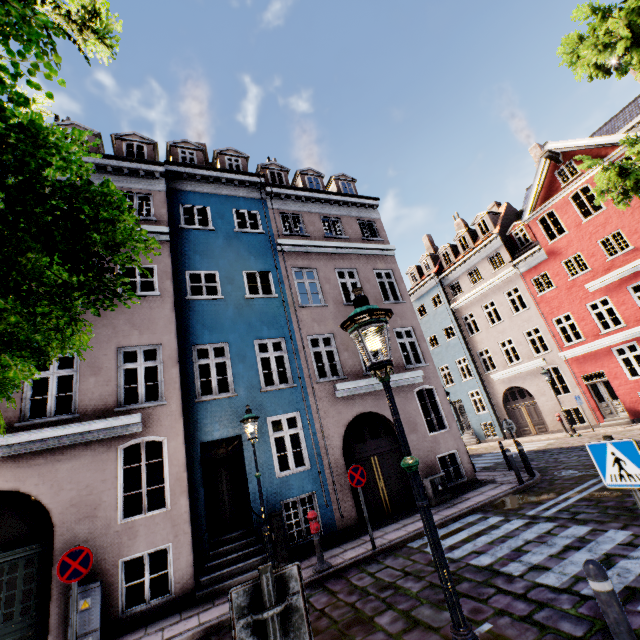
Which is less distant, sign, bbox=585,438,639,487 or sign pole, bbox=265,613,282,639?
sign pole, bbox=265,613,282,639

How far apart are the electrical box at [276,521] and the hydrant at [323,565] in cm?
87

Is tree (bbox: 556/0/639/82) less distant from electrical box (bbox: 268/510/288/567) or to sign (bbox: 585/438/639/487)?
sign (bbox: 585/438/639/487)

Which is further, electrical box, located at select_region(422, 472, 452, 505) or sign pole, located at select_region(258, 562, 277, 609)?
electrical box, located at select_region(422, 472, 452, 505)

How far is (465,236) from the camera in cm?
2575

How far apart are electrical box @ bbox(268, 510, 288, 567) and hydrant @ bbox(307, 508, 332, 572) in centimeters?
87cm

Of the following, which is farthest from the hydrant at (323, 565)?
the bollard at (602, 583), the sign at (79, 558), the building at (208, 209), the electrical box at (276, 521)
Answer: the bollard at (602, 583)

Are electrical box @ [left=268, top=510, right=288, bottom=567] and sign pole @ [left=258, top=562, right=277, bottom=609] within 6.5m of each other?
no
